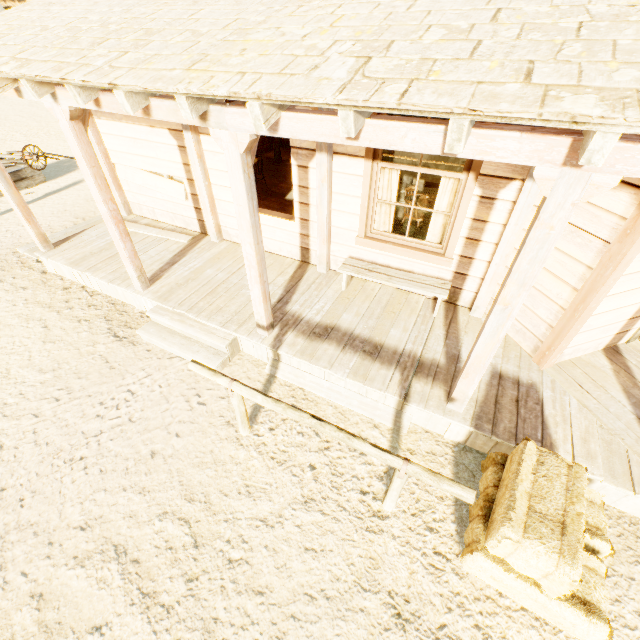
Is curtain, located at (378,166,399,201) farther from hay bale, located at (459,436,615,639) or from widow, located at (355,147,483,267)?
hay bale, located at (459,436,615,639)

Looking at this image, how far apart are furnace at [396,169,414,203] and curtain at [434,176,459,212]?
2.5m

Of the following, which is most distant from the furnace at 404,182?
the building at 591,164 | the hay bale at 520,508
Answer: the hay bale at 520,508

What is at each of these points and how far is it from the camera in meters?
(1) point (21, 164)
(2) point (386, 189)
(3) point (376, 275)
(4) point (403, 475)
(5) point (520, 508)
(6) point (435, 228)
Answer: (1) wagon, 9.7
(2) curtain, 4.6
(3) bench, 4.9
(4) hitch post, 2.7
(5) hay bale, 2.5
(6) curtain, 4.7

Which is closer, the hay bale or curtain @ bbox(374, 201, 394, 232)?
the hay bale

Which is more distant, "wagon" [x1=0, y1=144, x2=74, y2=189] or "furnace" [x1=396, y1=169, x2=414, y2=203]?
"wagon" [x1=0, y1=144, x2=74, y2=189]

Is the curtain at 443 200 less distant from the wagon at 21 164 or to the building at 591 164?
the building at 591 164

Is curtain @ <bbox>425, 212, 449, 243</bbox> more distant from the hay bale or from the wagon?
the wagon
